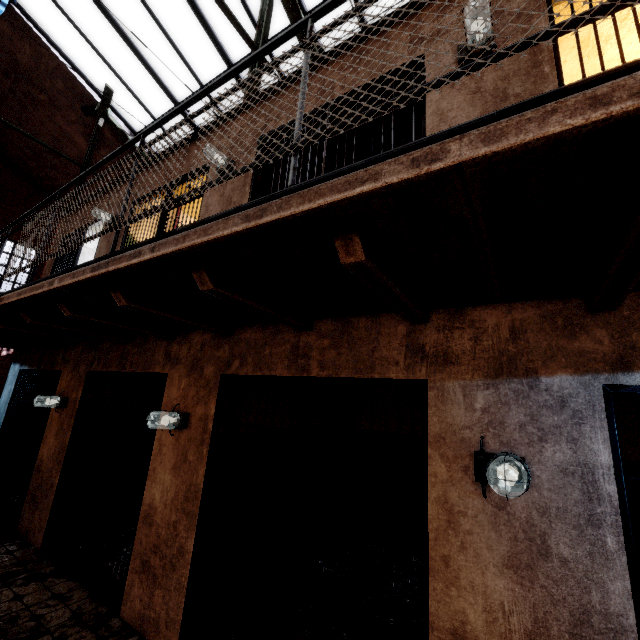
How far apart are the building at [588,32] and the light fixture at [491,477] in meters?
3.9 m

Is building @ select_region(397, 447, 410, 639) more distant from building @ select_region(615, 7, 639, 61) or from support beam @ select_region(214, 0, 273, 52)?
support beam @ select_region(214, 0, 273, 52)

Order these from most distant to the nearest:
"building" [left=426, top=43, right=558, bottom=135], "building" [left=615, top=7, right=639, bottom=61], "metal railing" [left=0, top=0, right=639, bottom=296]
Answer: A: "building" [left=615, top=7, right=639, bottom=61] → "building" [left=426, top=43, right=558, bottom=135] → "metal railing" [left=0, top=0, right=639, bottom=296]

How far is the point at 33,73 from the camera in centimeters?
838cm

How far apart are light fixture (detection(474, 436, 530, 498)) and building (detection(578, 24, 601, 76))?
3.86m

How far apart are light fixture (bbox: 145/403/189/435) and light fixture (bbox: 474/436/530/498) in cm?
272

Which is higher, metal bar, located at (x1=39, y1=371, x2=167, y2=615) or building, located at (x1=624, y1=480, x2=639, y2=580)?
building, located at (x1=624, y1=480, x2=639, y2=580)
